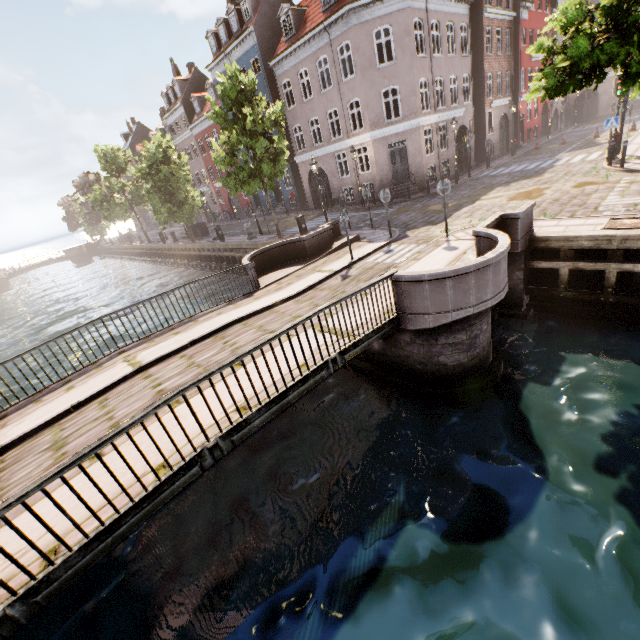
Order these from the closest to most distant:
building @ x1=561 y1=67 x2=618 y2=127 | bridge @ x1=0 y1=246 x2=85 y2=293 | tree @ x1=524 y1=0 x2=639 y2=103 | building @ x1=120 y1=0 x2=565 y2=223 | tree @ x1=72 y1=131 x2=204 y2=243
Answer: tree @ x1=524 y1=0 x2=639 y2=103, building @ x1=120 y1=0 x2=565 y2=223, tree @ x1=72 y1=131 x2=204 y2=243, building @ x1=561 y1=67 x2=618 y2=127, bridge @ x1=0 y1=246 x2=85 y2=293

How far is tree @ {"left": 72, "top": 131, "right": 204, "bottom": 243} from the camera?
26.47m

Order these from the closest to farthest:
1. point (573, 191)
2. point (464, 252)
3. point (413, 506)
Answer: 1. point (413, 506)
2. point (464, 252)
3. point (573, 191)

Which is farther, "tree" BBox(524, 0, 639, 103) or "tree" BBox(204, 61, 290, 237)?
"tree" BBox(204, 61, 290, 237)

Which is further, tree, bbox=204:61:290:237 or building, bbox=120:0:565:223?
building, bbox=120:0:565:223

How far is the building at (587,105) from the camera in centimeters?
3719cm
